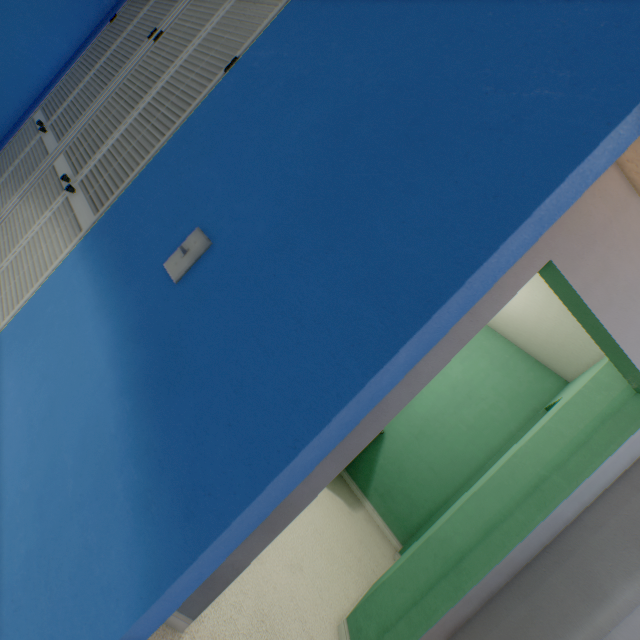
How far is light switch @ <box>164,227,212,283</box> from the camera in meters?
0.8

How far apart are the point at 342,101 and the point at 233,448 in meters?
0.8

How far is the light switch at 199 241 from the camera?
0.76m
